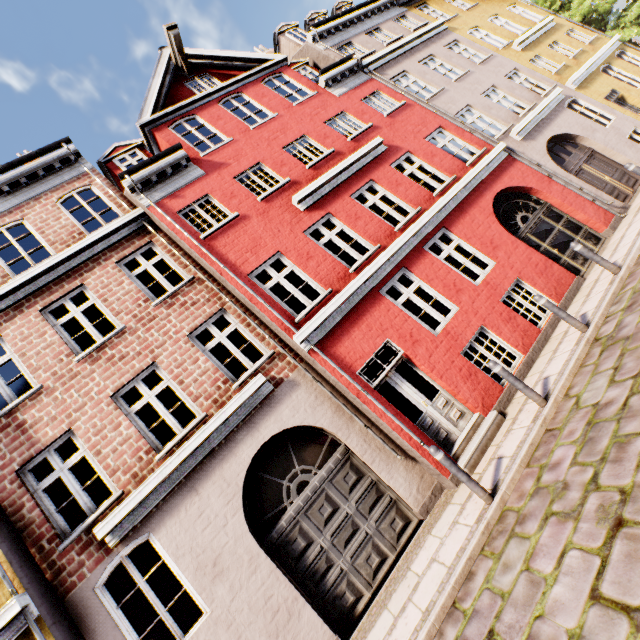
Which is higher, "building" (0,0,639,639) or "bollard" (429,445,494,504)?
"building" (0,0,639,639)

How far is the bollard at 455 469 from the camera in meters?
4.9

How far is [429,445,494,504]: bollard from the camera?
4.86m

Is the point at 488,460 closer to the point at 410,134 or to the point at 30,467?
the point at 30,467

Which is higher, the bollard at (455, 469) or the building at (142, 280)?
the building at (142, 280)

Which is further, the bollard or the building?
the building
